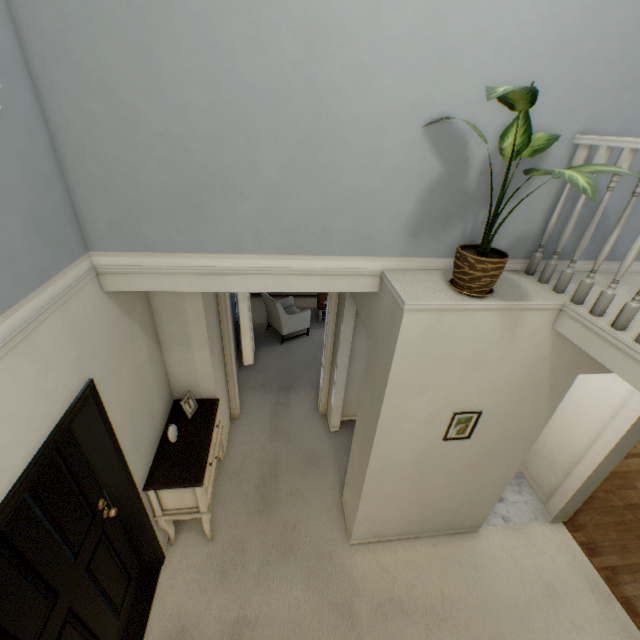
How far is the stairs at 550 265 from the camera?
1.80m

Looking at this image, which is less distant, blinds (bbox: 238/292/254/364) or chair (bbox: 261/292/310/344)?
blinds (bbox: 238/292/254/364)

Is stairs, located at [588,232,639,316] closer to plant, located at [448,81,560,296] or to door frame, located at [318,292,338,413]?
plant, located at [448,81,560,296]

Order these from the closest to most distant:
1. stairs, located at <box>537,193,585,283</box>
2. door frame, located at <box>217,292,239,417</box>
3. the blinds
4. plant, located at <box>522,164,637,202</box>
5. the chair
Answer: plant, located at <box>522,164,637,202</box> < stairs, located at <box>537,193,585,283</box> < door frame, located at <box>217,292,239,417</box> < the blinds < the chair

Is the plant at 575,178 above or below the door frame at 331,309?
above

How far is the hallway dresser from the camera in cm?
255

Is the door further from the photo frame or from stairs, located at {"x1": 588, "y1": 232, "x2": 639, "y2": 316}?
the photo frame

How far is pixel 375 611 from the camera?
2.69m
